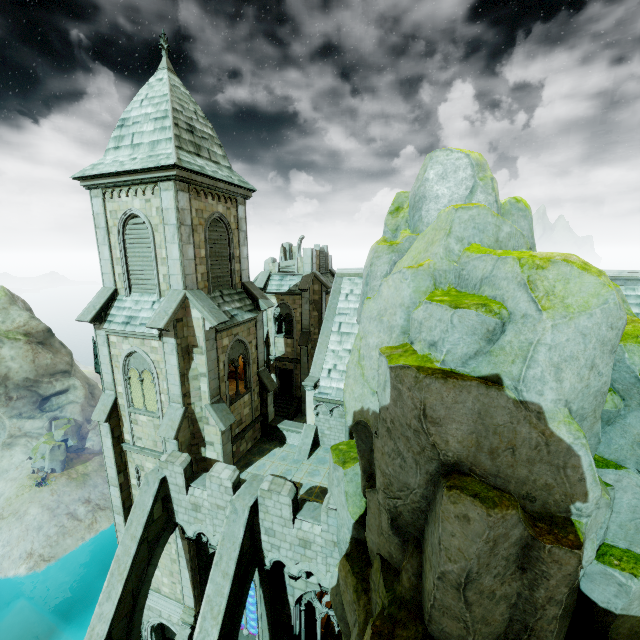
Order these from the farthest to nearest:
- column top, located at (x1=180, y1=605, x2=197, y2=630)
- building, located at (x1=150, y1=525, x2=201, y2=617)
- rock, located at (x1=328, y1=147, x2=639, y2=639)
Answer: column top, located at (x1=180, y1=605, x2=197, y2=630), building, located at (x1=150, y1=525, x2=201, y2=617), rock, located at (x1=328, y1=147, x2=639, y2=639)

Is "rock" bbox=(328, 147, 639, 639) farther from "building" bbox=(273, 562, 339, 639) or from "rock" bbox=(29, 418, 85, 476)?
"rock" bbox=(29, 418, 85, 476)

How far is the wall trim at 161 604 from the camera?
16.7 meters

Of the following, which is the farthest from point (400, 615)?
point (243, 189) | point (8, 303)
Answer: point (8, 303)

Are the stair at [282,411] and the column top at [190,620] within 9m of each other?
no

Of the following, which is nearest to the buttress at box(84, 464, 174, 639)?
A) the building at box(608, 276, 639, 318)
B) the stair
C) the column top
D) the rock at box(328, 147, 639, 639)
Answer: the column top

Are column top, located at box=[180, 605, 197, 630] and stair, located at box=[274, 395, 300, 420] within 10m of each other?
no

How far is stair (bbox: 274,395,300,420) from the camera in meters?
28.0
